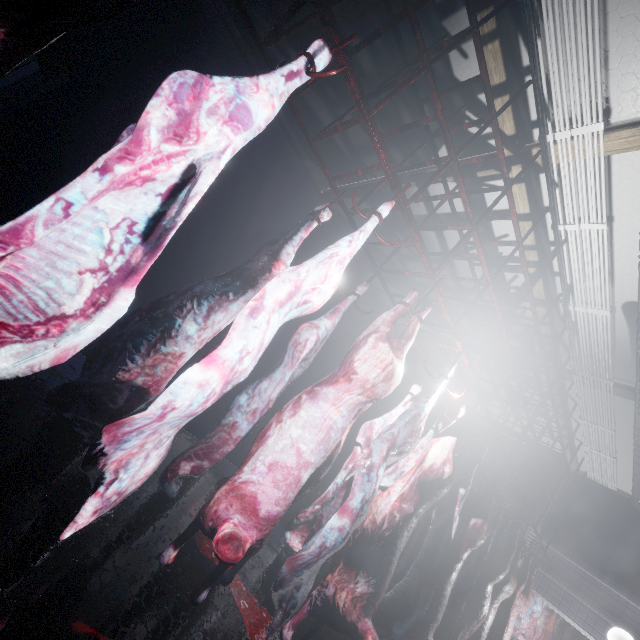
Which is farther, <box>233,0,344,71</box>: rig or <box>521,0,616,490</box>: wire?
<box>521,0,616,490</box>: wire

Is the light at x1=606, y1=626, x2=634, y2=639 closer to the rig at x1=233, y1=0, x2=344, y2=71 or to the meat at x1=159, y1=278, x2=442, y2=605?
the rig at x1=233, y1=0, x2=344, y2=71

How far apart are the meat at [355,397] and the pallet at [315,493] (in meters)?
3.58

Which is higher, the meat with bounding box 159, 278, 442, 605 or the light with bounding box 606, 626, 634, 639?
the light with bounding box 606, 626, 634, 639

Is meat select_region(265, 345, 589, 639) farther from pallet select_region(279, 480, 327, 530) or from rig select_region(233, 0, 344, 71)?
pallet select_region(279, 480, 327, 530)

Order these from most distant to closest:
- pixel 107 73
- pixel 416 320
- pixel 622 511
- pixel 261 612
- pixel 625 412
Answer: pixel 622 511, pixel 625 412, pixel 107 73, pixel 261 612, pixel 416 320

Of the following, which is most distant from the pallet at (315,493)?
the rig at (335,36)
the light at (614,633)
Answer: the light at (614,633)

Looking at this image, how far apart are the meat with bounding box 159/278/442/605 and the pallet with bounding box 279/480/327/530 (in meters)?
3.58
